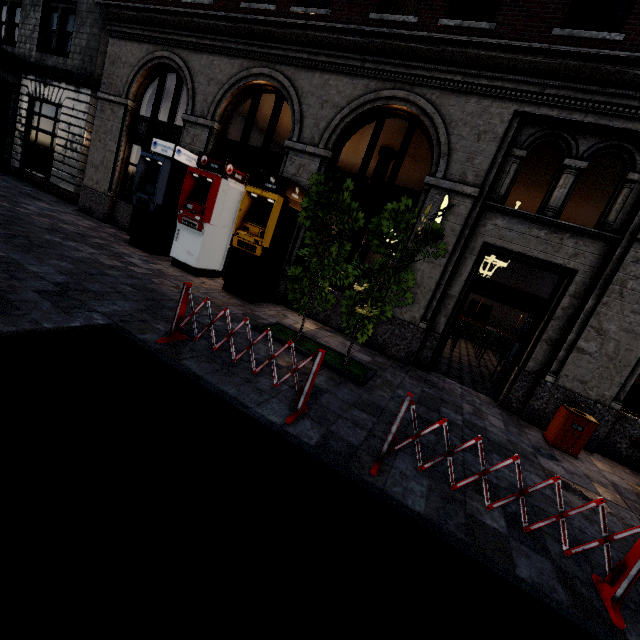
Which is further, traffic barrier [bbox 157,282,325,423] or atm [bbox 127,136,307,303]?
atm [bbox 127,136,307,303]

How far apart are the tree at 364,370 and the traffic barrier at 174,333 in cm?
165

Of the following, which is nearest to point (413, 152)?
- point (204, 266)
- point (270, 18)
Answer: point (270, 18)

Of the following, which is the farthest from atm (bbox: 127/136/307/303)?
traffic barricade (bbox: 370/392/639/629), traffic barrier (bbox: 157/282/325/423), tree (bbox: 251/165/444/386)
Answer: traffic barricade (bbox: 370/392/639/629)

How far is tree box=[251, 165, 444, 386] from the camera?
→ 5.0m

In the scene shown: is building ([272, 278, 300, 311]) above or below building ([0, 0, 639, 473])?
below

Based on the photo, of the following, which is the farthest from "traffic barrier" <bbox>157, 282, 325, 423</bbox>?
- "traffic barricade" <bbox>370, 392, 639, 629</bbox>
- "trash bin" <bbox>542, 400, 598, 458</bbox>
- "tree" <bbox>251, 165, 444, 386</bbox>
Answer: "trash bin" <bbox>542, 400, 598, 458</bbox>

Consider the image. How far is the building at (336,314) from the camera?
8.7m
